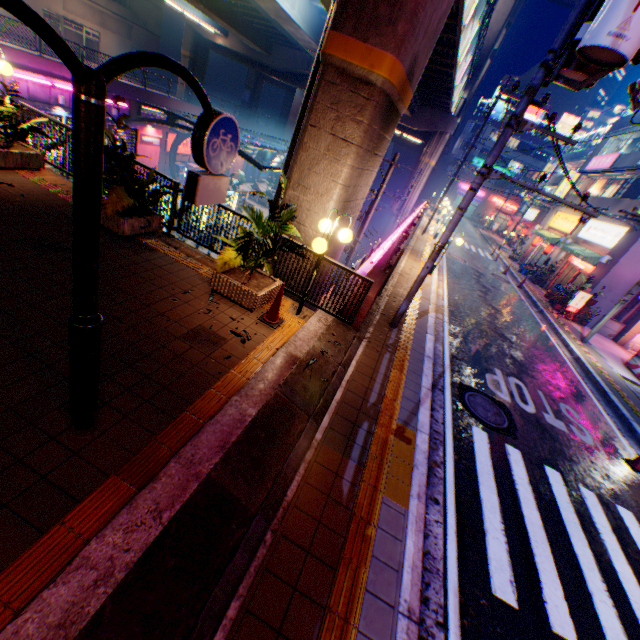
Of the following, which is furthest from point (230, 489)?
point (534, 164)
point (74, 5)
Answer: point (534, 164)

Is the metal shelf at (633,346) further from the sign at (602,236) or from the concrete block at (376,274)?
the concrete block at (376,274)

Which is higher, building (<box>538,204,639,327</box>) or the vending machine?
building (<box>538,204,639,327</box>)

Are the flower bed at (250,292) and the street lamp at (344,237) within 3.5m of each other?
yes

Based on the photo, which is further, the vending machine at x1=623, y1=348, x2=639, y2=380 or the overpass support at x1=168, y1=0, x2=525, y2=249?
the vending machine at x1=623, y1=348, x2=639, y2=380

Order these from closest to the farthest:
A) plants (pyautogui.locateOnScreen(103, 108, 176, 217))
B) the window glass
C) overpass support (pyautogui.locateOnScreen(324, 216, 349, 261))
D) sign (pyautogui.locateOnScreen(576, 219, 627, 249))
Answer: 1. plants (pyautogui.locateOnScreen(103, 108, 176, 217))
2. overpass support (pyautogui.locateOnScreen(324, 216, 349, 261))
3. sign (pyautogui.locateOnScreen(576, 219, 627, 249))
4. the window glass

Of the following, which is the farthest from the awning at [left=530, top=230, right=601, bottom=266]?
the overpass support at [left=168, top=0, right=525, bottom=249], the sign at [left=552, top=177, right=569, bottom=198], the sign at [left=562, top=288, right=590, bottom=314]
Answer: the overpass support at [left=168, top=0, right=525, bottom=249]

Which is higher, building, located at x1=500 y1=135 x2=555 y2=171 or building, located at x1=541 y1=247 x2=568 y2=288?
building, located at x1=500 y1=135 x2=555 y2=171
